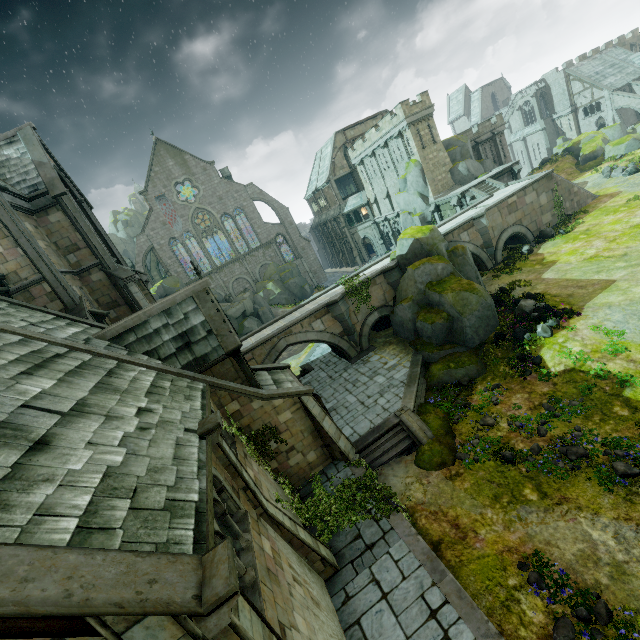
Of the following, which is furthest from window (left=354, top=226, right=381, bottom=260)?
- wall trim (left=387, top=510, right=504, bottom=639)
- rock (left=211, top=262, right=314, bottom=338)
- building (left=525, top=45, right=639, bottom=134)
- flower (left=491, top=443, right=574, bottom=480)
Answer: wall trim (left=387, top=510, right=504, bottom=639)

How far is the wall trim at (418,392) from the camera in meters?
17.0

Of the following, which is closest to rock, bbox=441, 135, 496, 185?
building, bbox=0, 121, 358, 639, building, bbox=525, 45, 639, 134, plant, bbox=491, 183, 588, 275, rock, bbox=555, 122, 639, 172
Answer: rock, bbox=555, 122, 639, 172

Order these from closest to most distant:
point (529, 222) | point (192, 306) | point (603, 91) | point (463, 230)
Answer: point (192, 306)
point (463, 230)
point (529, 222)
point (603, 91)

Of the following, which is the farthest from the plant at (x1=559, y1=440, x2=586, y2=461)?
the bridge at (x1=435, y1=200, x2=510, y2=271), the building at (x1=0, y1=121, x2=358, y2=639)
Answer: the bridge at (x1=435, y1=200, x2=510, y2=271)

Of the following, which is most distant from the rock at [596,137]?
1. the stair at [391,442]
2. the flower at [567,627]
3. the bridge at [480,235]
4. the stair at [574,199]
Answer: the stair at [391,442]

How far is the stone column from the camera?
15.9m

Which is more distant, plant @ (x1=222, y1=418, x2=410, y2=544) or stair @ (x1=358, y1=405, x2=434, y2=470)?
stair @ (x1=358, y1=405, x2=434, y2=470)
